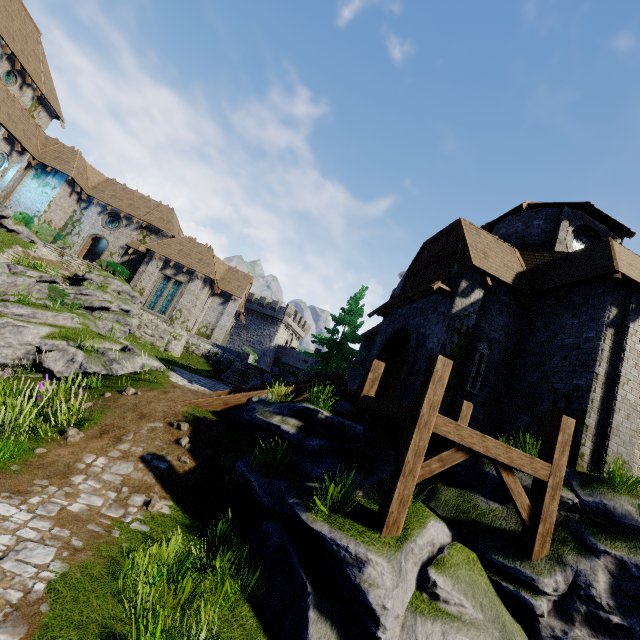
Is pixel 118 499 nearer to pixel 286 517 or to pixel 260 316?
pixel 286 517

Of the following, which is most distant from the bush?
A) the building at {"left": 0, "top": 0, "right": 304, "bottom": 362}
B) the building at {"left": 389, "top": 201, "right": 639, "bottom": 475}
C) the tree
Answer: the building at {"left": 389, "top": 201, "right": 639, "bottom": 475}

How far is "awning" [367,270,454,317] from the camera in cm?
1177

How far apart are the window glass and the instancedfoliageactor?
19.6m

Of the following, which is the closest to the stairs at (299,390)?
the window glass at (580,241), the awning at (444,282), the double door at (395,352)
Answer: the double door at (395,352)

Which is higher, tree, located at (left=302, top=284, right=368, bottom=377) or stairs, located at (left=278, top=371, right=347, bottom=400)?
tree, located at (left=302, top=284, right=368, bottom=377)

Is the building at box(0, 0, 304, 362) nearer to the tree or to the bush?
the bush

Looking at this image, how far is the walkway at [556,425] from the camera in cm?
557
